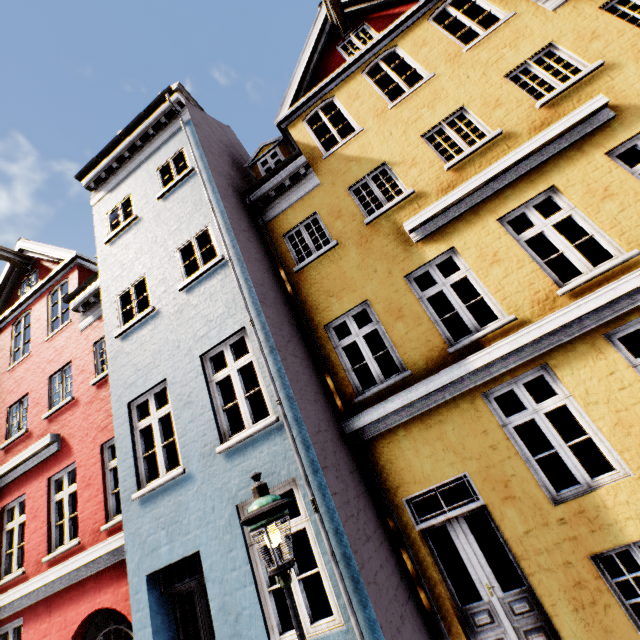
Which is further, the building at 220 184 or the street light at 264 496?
the building at 220 184

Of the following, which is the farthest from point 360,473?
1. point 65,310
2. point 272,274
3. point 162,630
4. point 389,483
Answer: point 65,310

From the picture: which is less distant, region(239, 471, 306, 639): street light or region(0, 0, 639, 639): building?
region(239, 471, 306, 639): street light
